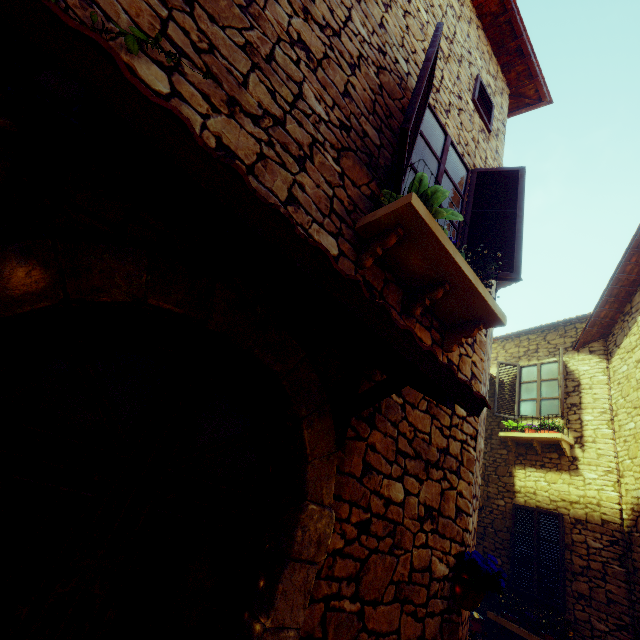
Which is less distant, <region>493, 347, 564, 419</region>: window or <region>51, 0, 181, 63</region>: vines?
<region>51, 0, 181, 63</region>: vines

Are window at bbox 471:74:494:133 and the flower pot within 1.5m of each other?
no

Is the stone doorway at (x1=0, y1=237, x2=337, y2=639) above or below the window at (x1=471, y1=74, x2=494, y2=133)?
below

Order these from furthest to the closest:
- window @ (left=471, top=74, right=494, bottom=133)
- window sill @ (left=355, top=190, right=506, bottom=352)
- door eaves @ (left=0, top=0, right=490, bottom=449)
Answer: window @ (left=471, top=74, right=494, bottom=133) < window sill @ (left=355, top=190, right=506, bottom=352) < door eaves @ (left=0, top=0, right=490, bottom=449)

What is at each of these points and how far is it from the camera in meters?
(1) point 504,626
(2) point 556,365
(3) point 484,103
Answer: (1) window sill, 6.4 m
(2) window, 8.5 m
(3) window, 4.8 m

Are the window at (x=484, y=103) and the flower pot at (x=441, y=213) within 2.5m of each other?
no

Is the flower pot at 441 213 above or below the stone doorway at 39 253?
above

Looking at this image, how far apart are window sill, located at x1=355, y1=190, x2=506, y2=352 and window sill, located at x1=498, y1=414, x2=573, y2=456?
6.25m
